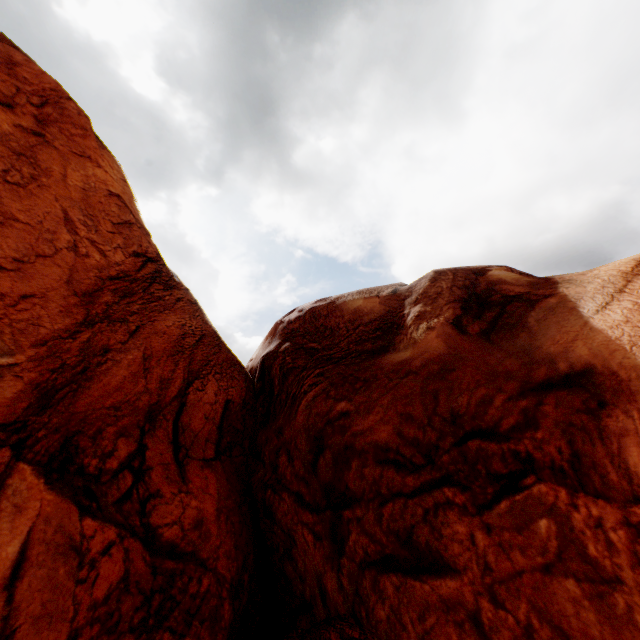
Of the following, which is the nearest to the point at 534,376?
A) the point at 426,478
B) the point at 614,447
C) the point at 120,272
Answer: the point at 614,447
